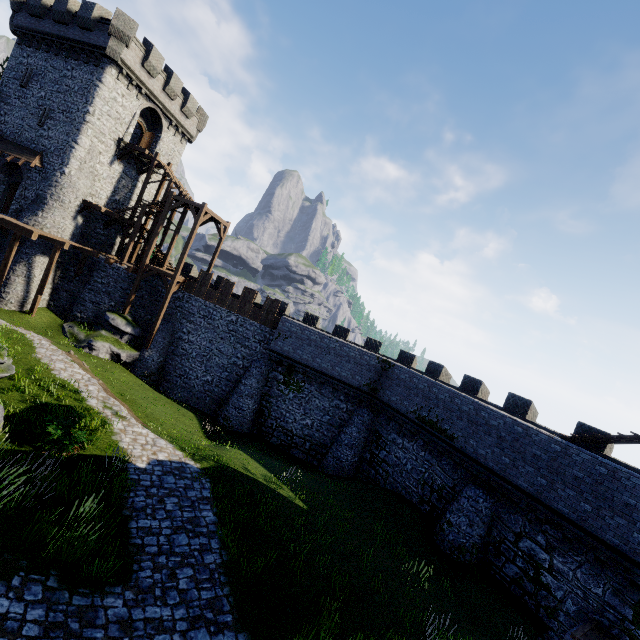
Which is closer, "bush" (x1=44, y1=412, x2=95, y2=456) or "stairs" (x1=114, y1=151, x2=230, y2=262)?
"bush" (x1=44, y1=412, x2=95, y2=456)

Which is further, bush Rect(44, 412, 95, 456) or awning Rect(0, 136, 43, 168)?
awning Rect(0, 136, 43, 168)

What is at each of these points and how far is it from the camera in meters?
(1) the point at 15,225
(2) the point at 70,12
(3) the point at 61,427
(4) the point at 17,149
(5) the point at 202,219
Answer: (1) walkway, 21.0 m
(2) building, 24.1 m
(3) bush, 10.3 m
(4) awning, 24.7 m
(5) stairs, 24.8 m

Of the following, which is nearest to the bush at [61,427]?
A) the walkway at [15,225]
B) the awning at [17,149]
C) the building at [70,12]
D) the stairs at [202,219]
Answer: the stairs at [202,219]

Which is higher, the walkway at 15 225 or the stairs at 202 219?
the stairs at 202 219

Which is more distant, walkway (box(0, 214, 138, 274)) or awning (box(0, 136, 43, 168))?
awning (box(0, 136, 43, 168))

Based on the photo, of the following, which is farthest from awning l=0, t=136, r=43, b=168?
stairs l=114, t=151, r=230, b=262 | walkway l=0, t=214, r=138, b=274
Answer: stairs l=114, t=151, r=230, b=262

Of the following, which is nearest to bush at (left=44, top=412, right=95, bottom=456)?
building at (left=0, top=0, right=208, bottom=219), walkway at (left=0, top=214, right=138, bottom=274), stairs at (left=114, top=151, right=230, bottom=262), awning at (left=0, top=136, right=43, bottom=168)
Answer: stairs at (left=114, top=151, right=230, bottom=262)
